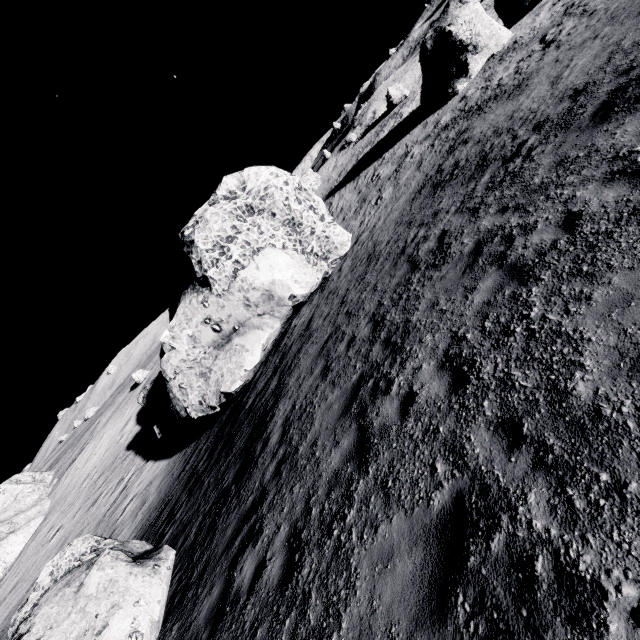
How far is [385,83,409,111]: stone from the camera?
35.5m

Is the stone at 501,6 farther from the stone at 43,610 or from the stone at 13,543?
the stone at 13,543

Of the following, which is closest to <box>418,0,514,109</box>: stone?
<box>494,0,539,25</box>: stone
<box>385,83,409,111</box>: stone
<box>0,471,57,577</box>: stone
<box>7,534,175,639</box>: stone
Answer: <box>494,0,539,25</box>: stone

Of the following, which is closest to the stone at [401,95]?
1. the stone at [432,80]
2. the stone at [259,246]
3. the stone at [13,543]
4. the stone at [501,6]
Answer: the stone at [432,80]

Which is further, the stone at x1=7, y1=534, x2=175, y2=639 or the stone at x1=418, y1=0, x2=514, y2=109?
the stone at x1=418, y1=0, x2=514, y2=109

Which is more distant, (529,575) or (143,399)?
(143,399)

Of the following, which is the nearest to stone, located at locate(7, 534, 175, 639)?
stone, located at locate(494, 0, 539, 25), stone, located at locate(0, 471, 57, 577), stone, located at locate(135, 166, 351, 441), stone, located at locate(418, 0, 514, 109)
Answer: stone, located at locate(135, 166, 351, 441)

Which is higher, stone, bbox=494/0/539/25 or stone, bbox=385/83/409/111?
stone, bbox=385/83/409/111
